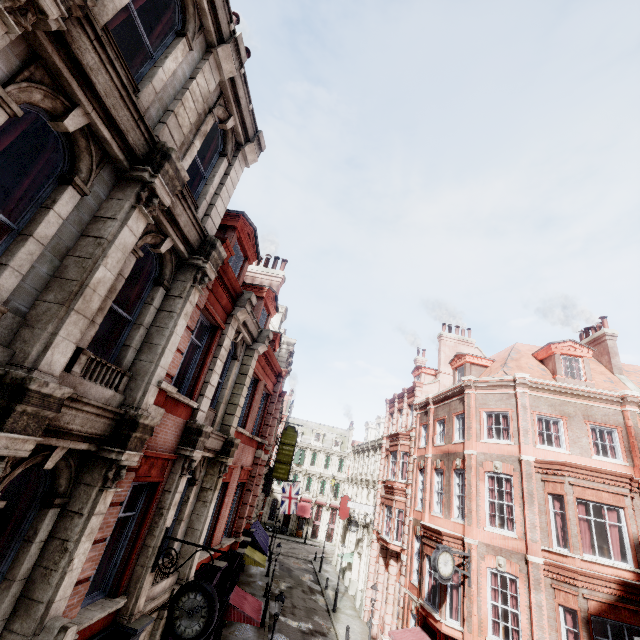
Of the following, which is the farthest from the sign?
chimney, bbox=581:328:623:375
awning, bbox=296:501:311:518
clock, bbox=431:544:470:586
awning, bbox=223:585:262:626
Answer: awning, bbox=296:501:311:518

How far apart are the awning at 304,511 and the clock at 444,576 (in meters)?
42.27

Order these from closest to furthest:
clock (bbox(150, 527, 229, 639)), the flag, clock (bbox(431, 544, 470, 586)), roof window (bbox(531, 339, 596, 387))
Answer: clock (bbox(150, 527, 229, 639)), clock (bbox(431, 544, 470, 586)), roof window (bbox(531, 339, 596, 387)), the flag

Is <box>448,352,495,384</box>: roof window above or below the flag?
above

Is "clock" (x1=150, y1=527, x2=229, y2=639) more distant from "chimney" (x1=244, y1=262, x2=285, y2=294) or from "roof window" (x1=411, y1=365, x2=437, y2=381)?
"roof window" (x1=411, y1=365, x2=437, y2=381)

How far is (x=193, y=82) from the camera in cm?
636

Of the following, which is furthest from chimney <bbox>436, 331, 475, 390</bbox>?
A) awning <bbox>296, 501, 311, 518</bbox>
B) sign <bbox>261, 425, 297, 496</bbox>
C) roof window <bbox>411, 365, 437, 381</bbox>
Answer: awning <bbox>296, 501, 311, 518</bbox>

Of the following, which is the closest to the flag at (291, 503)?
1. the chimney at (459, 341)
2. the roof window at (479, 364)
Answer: the chimney at (459, 341)
